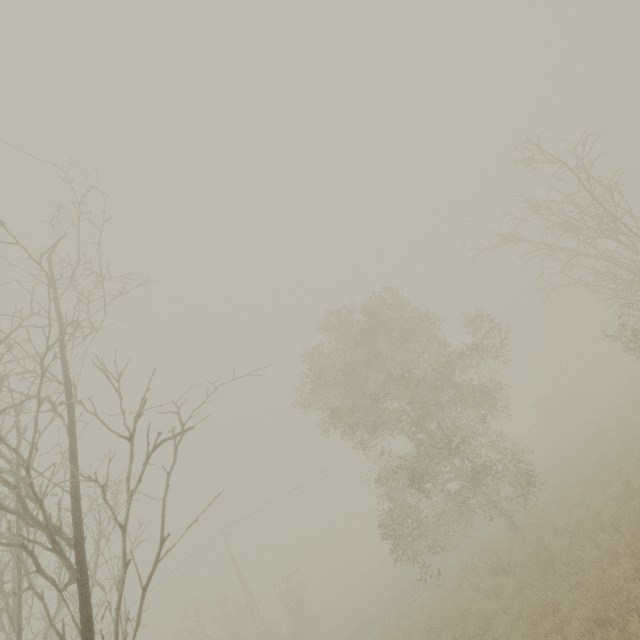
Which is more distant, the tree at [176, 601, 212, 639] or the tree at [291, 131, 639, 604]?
the tree at [176, 601, 212, 639]

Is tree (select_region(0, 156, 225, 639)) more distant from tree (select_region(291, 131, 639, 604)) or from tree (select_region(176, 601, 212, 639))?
tree (select_region(176, 601, 212, 639))

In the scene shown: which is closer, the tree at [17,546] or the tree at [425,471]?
the tree at [17,546]

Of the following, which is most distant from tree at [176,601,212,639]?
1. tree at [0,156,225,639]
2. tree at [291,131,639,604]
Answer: tree at [291,131,639,604]

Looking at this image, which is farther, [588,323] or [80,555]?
[588,323]

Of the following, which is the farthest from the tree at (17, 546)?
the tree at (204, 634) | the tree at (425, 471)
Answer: the tree at (204, 634)
